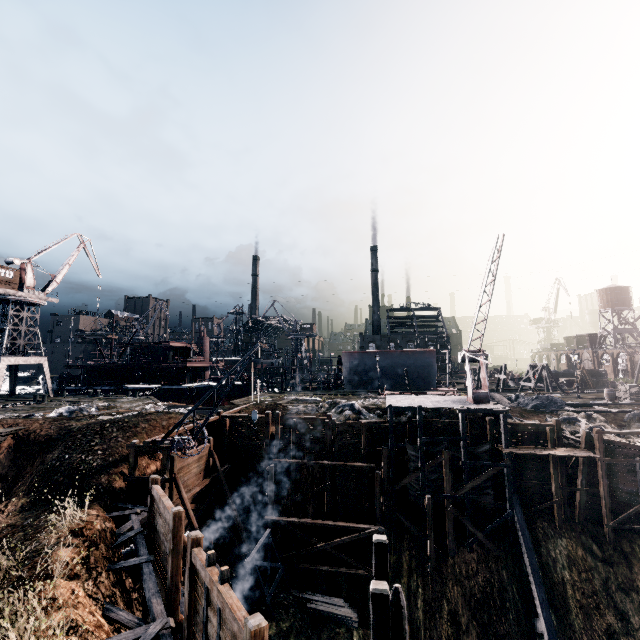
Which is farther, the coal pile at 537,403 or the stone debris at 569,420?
the coal pile at 537,403

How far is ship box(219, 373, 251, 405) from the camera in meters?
52.2

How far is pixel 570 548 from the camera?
22.08m

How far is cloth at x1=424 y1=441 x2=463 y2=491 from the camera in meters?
24.2

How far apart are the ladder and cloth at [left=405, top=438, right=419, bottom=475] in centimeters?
1786cm

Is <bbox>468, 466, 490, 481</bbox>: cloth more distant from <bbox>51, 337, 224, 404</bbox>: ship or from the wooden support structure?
<bbox>51, 337, 224, 404</bbox>: ship

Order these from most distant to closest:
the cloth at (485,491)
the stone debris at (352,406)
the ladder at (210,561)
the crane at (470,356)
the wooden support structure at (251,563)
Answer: the stone debris at (352,406), the cloth at (485,491), the crane at (470,356), the wooden support structure at (251,563), the ladder at (210,561)
